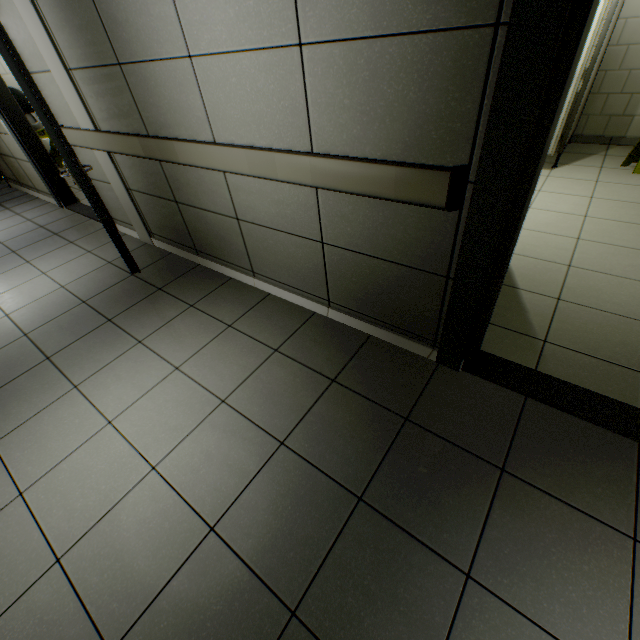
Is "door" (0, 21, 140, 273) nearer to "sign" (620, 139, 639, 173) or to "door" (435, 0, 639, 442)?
"door" (435, 0, 639, 442)

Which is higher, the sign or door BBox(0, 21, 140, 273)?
door BBox(0, 21, 140, 273)

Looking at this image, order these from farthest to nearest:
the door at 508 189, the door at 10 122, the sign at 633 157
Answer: the sign at 633 157 → the door at 10 122 → the door at 508 189

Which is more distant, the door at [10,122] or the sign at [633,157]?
the sign at [633,157]

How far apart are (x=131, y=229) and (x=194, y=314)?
2.00m

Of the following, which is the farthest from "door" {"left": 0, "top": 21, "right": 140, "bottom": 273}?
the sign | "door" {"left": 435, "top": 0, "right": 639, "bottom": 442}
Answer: the sign
